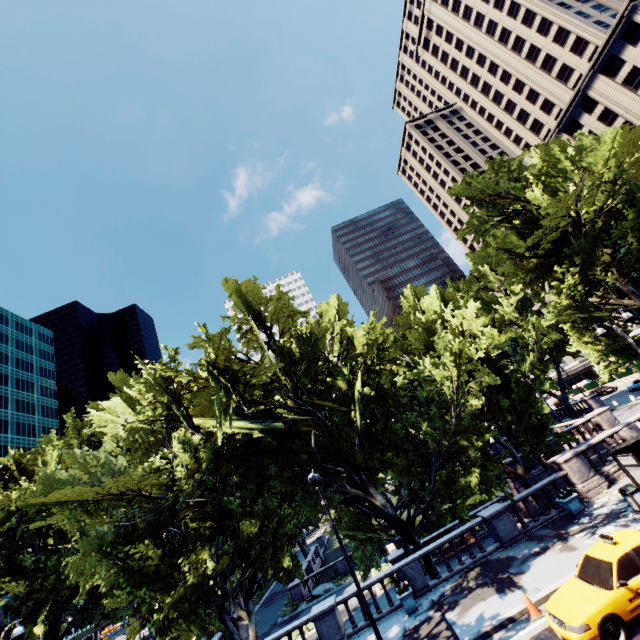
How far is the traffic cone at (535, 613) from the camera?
10.9 meters

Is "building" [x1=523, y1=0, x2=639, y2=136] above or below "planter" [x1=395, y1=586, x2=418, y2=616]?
above

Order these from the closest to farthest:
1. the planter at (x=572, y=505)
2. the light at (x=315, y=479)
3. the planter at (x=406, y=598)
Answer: the light at (x=315, y=479), the planter at (x=406, y=598), the planter at (x=572, y=505)

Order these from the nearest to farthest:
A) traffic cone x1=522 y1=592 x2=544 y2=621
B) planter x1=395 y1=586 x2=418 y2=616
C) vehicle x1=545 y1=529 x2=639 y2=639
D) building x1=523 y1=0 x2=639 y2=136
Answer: vehicle x1=545 y1=529 x2=639 y2=639 → traffic cone x1=522 y1=592 x2=544 y2=621 → planter x1=395 y1=586 x2=418 y2=616 → building x1=523 y1=0 x2=639 y2=136

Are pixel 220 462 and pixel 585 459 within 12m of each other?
no

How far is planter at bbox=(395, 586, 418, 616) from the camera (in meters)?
15.17

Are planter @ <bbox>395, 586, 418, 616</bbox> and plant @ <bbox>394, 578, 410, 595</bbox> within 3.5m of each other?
yes

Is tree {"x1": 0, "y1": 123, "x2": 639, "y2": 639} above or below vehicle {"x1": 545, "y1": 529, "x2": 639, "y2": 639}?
above
